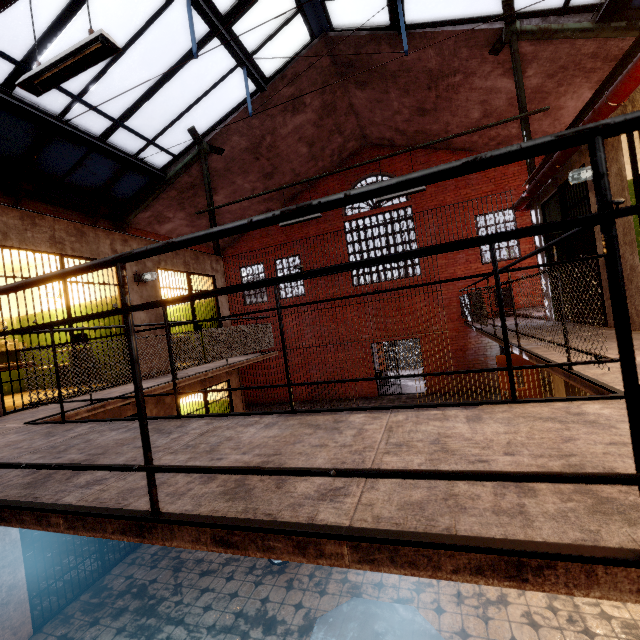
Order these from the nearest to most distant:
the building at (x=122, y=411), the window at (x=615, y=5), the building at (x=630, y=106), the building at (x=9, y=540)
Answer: the building at (x=630, y=106)
the building at (x=9, y=540)
the building at (x=122, y=411)
the window at (x=615, y=5)

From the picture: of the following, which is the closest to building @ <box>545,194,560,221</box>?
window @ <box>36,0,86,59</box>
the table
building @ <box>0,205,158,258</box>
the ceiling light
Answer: window @ <box>36,0,86,59</box>

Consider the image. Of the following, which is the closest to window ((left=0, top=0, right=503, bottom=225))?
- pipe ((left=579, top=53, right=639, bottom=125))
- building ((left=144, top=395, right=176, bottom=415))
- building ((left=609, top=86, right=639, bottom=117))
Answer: building ((left=609, top=86, right=639, bottom=117))

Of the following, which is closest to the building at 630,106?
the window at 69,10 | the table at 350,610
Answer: the window at 69,10

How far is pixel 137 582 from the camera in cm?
505

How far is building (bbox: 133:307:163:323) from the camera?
6.6m

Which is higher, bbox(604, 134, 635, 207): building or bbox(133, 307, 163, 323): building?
bbox(604, 134, 635, 207): building
